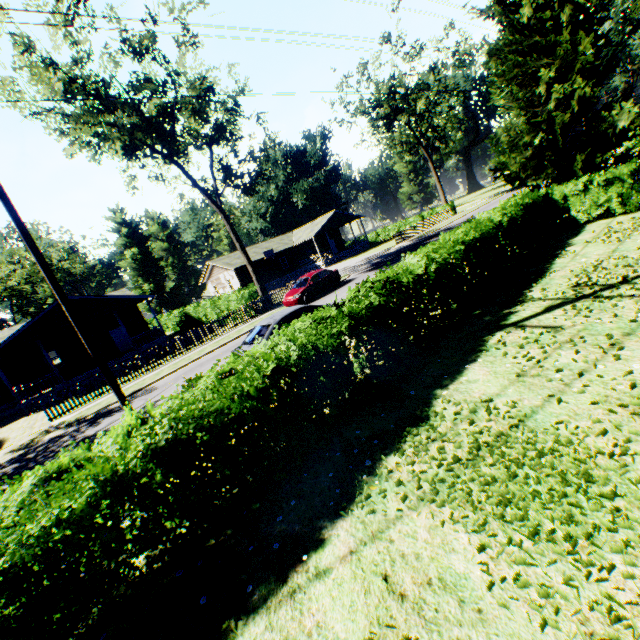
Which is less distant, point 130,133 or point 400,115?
point 130,133

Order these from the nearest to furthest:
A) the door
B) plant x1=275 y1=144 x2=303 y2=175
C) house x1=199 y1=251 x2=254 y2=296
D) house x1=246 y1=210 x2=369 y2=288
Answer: the door, house x1=199 y1=251 x2=254 y2=296, house x1=246 y1=210 x2=369 y2=288, plant x1=275 y1=144 x2=303 y2=175

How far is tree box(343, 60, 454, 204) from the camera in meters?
37.2

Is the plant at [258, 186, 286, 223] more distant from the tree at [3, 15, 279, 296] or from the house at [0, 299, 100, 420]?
the house at [0, 299, 100, 420]

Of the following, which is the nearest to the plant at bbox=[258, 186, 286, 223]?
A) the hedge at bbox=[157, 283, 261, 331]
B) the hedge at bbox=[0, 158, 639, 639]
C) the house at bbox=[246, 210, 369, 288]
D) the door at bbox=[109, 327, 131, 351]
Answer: the hedge at bbox=[0, 158, 639, 639]

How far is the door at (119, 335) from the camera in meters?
29.3

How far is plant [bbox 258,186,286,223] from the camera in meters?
58.4 m

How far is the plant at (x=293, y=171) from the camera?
58.0m
